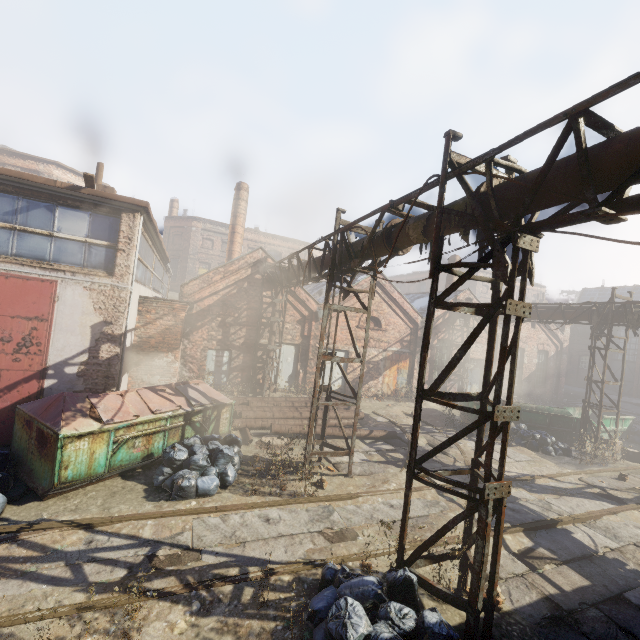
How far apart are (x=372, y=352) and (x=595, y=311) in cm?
1033

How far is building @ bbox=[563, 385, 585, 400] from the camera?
27.8 meters

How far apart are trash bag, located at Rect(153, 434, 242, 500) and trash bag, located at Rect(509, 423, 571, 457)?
11.5m

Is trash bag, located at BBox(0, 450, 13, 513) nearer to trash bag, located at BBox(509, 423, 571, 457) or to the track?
the track

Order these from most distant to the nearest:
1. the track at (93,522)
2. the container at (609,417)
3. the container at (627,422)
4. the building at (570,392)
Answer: the building at (570,392)
the container at (627,422)
the container at (609,417)
the track at (93,522)

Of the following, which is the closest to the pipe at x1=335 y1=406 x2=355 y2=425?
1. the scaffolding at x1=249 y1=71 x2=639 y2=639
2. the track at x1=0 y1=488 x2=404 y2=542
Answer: the scaffolding at x1=249 y1=71 x2=639 y2=639

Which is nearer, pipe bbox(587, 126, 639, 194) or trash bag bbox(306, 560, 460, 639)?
pipe bbox(587, 126, 639, 194)

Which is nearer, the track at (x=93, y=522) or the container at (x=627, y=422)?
the track at (x=93, y=522)
